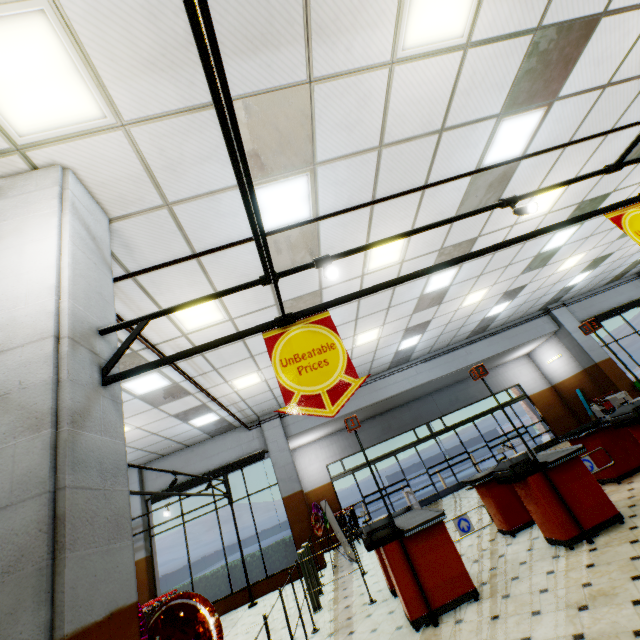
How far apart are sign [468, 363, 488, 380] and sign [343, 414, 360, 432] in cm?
204

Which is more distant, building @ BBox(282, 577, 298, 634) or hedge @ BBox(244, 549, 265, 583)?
hedge @ BBox(244, 549, 265, 583)

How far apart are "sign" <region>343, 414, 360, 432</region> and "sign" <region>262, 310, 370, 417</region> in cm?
272

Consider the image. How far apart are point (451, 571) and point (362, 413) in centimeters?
913cm

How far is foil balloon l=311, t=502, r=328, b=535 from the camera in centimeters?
908cm

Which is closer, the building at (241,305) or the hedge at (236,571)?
the building at (241,305)

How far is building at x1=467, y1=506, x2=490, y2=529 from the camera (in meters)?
7.02

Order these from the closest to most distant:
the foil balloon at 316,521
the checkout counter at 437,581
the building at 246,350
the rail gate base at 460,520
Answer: the checkout counter at 437,581 → the rail gate base at 460,520 → the building at 246,350 → the foil balloon at 316,521
